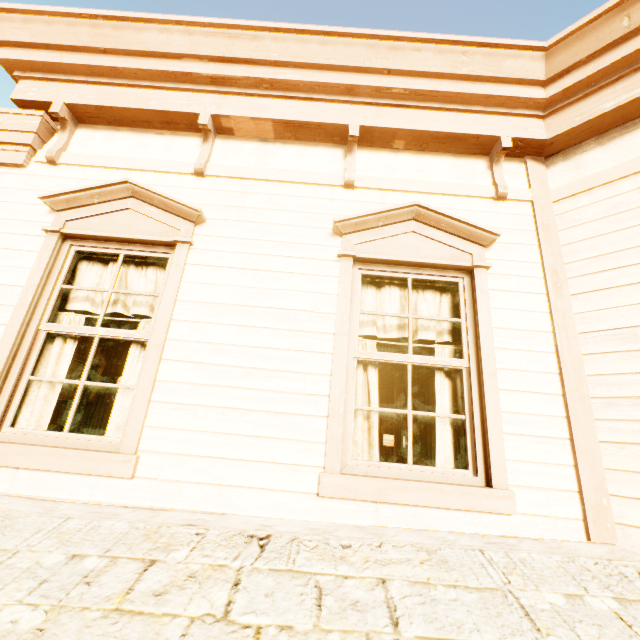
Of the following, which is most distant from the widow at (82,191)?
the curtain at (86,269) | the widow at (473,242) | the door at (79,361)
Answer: the door at (79,361)

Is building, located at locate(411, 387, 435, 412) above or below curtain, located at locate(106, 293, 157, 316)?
above

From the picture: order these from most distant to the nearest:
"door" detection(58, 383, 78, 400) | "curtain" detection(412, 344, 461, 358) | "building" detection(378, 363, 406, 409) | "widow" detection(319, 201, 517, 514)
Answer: "building" detection(378, 363, 406, 409), "door" detection(58, 383, 78, 400), "curtain" detection(412, 344, 461, 358), "widow" detection(319, 201, 517, 514)

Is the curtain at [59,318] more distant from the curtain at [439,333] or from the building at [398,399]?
the curtain at [439,333]

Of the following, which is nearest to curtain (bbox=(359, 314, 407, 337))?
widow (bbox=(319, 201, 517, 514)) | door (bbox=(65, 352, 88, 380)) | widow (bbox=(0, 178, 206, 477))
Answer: widow (bbox=(319, 201, 517, 514))

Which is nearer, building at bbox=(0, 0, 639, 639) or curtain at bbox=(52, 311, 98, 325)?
building at bbox=(0, 0, 639, 639)

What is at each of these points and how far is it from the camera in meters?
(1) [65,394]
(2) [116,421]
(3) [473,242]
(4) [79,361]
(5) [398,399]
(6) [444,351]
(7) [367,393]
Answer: (1) door, 7.4
(2) curtain, 2.5
(3) widow, 2.8
(4) door, 7.7
(5) building, 7.9
(6) curtain, 2.7
(7) curtain, 2.6

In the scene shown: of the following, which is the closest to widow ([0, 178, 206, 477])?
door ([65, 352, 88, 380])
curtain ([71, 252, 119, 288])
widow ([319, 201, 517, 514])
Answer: curtain ([71, 252, 119, 288])
